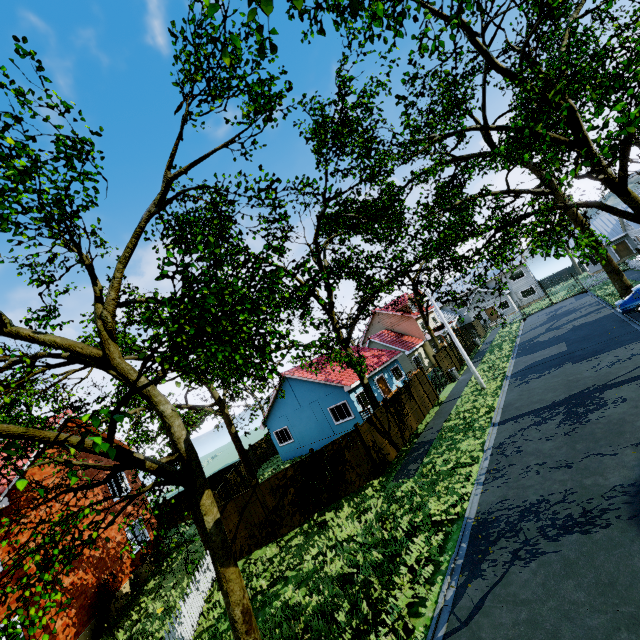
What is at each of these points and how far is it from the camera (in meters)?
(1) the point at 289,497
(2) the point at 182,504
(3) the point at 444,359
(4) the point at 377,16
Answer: (1) fence, 14.45
(2) fence, 25.47
(3) fence, 27.69
(4) tree, 7.70

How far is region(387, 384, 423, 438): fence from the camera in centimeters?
1822cm

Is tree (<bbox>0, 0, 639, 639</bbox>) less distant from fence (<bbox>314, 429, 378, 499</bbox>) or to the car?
fence (<bbox>314, 429, 378, 499</bbox>)

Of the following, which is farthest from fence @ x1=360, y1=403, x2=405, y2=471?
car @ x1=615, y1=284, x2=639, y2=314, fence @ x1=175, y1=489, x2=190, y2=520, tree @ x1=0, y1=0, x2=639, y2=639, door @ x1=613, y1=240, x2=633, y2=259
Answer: door @ x1=613, y1=240, x2=633, y2=259

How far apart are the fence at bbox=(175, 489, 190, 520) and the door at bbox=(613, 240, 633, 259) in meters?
55.9 m

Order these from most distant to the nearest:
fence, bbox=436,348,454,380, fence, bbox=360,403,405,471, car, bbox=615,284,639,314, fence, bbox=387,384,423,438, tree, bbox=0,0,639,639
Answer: fence, bbox=436,348,454,380 < car, bbox=615,284,639,314 < fence, bbox=387,384,423,438 < fence, bbox=360,403,405,471 < tree, bbox=0,0,639,639

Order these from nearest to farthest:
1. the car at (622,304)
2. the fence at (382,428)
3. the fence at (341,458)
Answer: the fence at (341,458) < the fence at (382,428) < the car at (622,304)

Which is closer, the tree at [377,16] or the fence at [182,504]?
the tree at [377,16]
